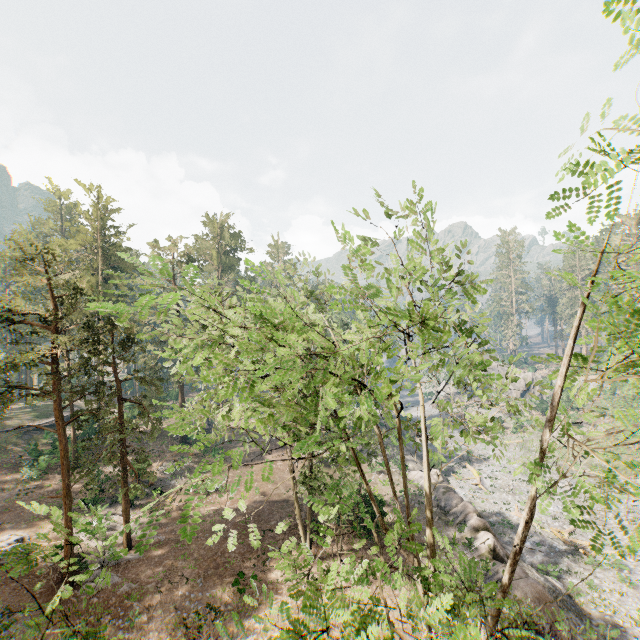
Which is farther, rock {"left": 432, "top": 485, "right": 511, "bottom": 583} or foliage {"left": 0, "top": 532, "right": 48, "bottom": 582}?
rock {"left": 432, "top": 485, "right": 511, "bottom": 583}

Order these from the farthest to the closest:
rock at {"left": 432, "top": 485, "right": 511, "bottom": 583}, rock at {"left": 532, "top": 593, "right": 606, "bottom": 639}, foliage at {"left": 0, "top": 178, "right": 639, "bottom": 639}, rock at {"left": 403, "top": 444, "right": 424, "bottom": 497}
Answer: rock at {"left": 403, "top": 444, "right": 424, "bottom": 497} → rock at {"left": 432, "top": 485, "right": 511, "bottom": 583} → rock at {"left": 532, "top": 593, "right": 606, "bottom": 639} → foliage at {"left": 0, "top": 178, "right": 639, "bottom": 639}

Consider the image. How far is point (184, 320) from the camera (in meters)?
45.59

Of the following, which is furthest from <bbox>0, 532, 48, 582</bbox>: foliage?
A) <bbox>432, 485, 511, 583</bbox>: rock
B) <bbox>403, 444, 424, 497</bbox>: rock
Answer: <bbox>403, 444, 424, 497</bbox>: rock

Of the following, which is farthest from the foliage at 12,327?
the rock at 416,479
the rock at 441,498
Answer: the rock at 416,479

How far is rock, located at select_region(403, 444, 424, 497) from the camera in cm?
3121

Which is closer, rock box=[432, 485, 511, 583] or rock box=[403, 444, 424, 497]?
rock box=[432, 485, 511, 583]
